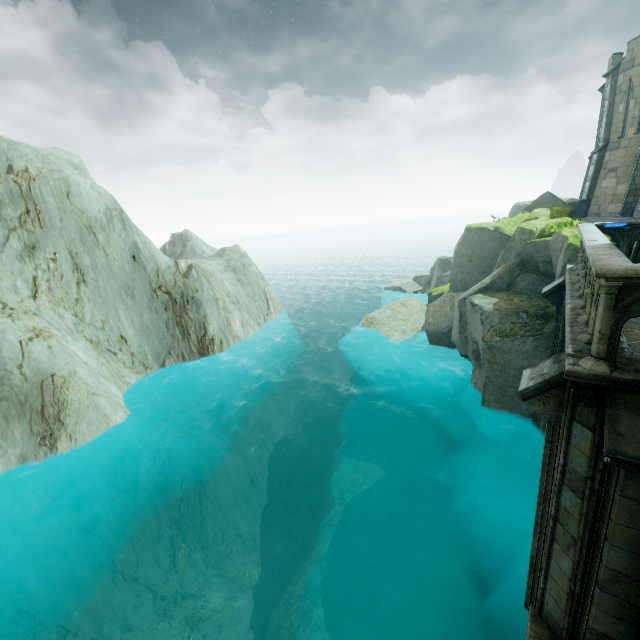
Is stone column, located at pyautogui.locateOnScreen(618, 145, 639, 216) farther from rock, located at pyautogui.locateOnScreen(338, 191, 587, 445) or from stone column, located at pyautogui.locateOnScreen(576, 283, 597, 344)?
stone column, located at pyautogui.locateOnScreen(576, 283, 597, 344)

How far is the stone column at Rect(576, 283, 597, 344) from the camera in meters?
4.6 m

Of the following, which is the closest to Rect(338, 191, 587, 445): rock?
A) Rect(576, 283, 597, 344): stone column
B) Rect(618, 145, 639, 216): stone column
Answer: Rect(576, 283, 597, 344): stone column

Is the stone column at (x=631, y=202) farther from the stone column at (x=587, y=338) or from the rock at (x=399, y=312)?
the stone column at (x=587, y=338)

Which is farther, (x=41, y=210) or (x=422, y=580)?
(x=41, y=210)

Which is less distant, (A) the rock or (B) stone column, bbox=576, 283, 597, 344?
(B) stone column, bbox=576, 283, 597, 344

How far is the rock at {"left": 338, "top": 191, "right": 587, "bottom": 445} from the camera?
12.10m
